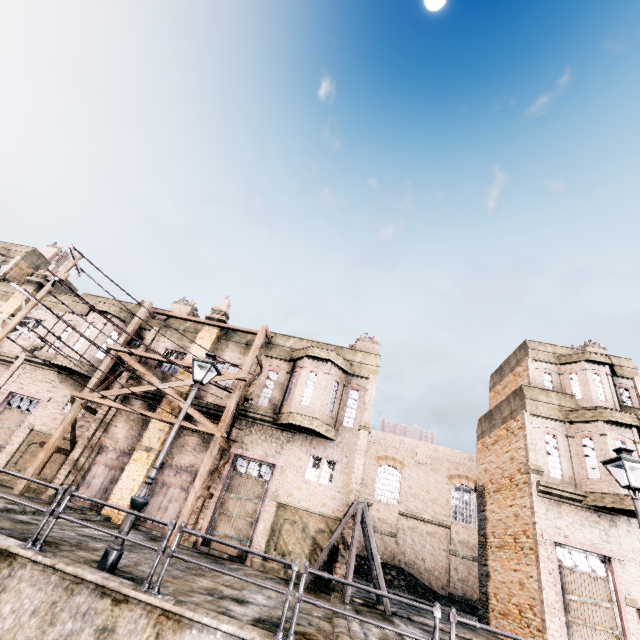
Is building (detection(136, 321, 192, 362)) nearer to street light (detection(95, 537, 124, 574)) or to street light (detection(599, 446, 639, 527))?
street light (detection(95, 537, 124, 574))

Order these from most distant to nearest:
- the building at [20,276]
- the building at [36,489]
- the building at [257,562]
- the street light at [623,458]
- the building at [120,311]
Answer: the building at [20,276] < the building at [120,311] < the building at [36,489] < the building at [257,562] < the street light at [623,458]

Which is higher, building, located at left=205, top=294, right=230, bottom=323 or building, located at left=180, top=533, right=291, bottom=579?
building, located at left=205, top=294, right=230, bottom=323

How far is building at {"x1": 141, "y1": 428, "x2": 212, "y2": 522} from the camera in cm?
1666

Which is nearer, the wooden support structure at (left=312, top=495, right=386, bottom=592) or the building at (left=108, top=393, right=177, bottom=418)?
the wooden support structure at (left=312, top=495, right=386, bottom=592)

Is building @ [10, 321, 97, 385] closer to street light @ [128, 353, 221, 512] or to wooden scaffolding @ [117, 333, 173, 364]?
wooden scaffolding @ [117, 333, 173, 364]

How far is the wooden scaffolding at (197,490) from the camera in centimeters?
1499cm

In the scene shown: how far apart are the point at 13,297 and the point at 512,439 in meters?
36.3
